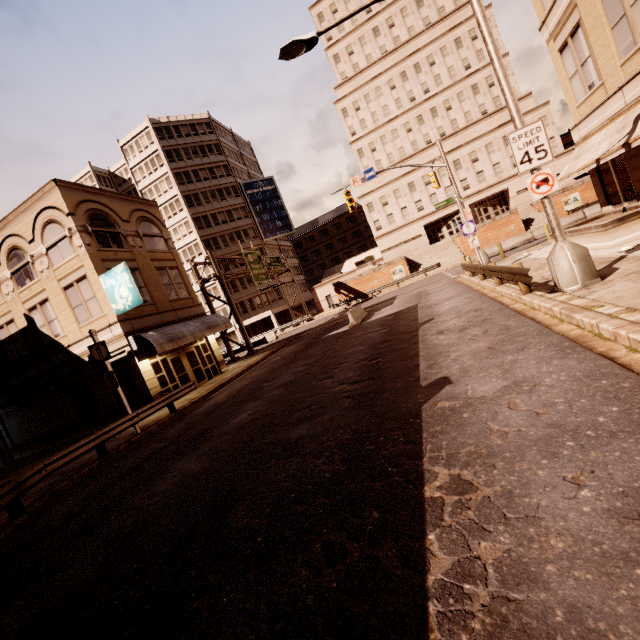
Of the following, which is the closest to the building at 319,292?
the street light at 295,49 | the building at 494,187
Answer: the building at 494,187

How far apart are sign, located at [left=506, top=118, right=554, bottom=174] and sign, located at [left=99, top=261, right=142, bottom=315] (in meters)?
16.89

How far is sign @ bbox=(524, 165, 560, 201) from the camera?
8.22m

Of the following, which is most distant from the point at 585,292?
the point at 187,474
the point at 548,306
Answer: the point at 187,474

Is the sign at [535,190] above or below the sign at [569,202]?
above

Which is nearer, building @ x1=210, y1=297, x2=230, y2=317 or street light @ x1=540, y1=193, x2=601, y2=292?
street light @ x1=540, y1=193, x2=601, y2=292

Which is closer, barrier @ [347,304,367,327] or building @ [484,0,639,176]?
building @ [484,0,639,176]

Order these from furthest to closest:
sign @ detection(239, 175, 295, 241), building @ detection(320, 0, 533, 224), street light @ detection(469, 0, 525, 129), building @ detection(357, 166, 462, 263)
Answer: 1. sign @ detection(239, 175, 295, 241)
2. building @ detection(357, 166, 462, 263)
3. building @ detection(320, 0, 533, 224)
4. street light @ detection(469, 0, 525, 129)
